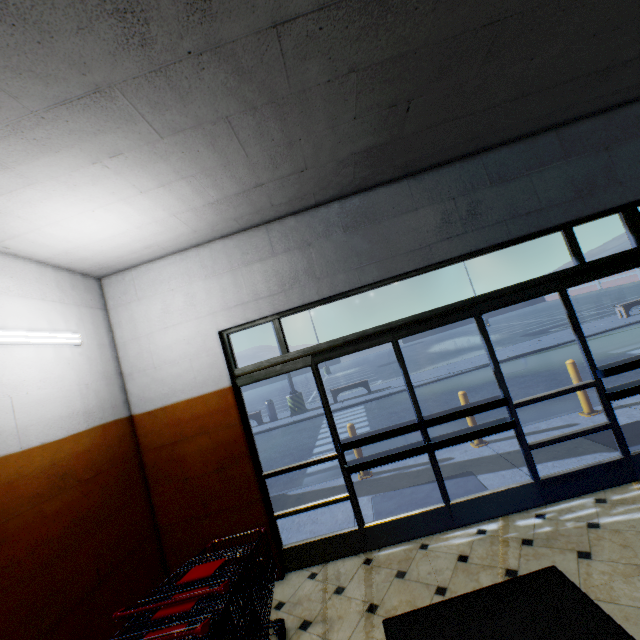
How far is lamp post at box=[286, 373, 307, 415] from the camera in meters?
14.5 m

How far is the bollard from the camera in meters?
5.4 m

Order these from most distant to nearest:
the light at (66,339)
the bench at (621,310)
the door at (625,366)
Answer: the bench at (621,310)
the door at (625,366)
the light at (66,339)

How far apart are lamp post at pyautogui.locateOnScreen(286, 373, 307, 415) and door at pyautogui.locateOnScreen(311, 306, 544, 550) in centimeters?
1090cm

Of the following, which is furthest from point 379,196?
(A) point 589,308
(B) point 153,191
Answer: (A) point 589,308

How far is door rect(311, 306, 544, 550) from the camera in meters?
3.5 m

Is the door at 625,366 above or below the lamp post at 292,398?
above

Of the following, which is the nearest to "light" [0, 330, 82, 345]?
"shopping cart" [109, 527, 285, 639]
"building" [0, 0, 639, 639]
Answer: "building" [0, 0, 639, 639]
